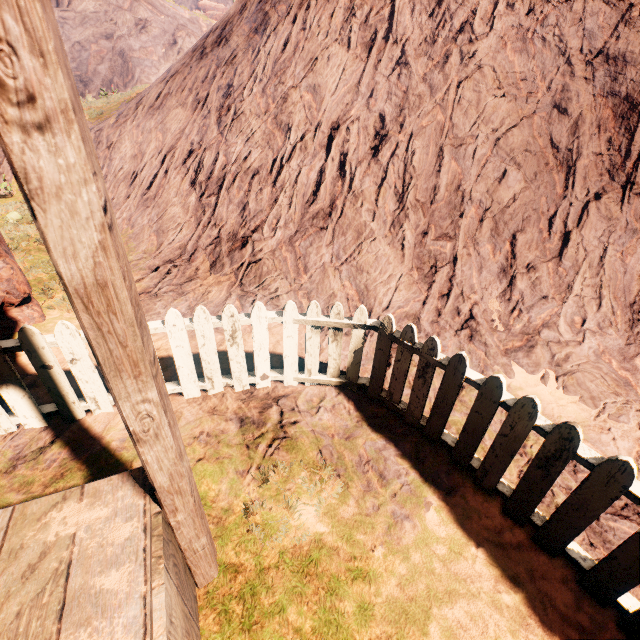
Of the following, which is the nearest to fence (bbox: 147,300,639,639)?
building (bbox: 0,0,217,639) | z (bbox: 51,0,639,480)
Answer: z (bbox: 51,0,639,480)

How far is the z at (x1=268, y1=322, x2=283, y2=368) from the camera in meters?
3.7 m

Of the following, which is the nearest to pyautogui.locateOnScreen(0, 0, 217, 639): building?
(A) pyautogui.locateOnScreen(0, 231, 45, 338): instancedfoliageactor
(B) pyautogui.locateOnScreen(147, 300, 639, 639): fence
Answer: (B) pyautogui.locateOnScreen(147, 300, 639, 639): fence

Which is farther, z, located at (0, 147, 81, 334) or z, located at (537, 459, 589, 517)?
z, located at (0, 147, 81, 334)

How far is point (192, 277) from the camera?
5.24m

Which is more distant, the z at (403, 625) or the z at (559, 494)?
the z at (559, 494)

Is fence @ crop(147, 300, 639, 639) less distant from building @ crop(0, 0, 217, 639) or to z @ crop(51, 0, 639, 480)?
z @ crop(51, 0, 639, 480)

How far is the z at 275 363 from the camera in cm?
367
